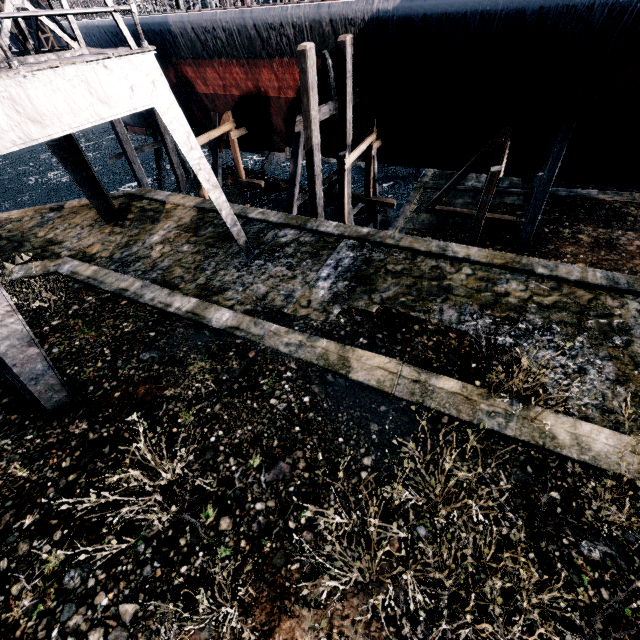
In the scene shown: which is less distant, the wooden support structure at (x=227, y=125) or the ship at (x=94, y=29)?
the ship at (x=94, y=29)

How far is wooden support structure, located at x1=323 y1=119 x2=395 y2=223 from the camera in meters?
14.5 m

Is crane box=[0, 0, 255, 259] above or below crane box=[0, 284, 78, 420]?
above

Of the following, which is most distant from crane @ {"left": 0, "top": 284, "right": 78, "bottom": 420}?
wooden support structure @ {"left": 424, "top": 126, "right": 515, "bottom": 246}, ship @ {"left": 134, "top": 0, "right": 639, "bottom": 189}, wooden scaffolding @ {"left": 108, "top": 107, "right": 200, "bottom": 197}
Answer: wooden support structure @ {"left": 424, "top": 126, "right": 515, "bottom": 246}

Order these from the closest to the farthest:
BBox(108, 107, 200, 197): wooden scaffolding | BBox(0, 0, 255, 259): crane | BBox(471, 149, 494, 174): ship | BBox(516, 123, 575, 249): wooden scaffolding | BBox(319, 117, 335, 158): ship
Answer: BBox(0, 0, 255, 259): crane, BBox(516, 123, 575, 249): wooden scaffolding, BBox(471, 149, 494, 174): ship, BBox(319, 117, 335, 158): ship, BBox(108, 107, 200, 197): wooden scaffolding

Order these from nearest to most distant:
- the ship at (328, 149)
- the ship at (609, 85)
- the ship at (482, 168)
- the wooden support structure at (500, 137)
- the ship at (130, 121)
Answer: the ship at (609, 85) < the wooden support structure at (500, 137) < the ship at (482, 168) < the ship at (328, 149) < the ship at (130, 121)

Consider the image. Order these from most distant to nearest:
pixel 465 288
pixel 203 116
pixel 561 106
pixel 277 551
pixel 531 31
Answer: pixel 203 116, pixel 561 106, pixel 531 31, pixel 465 288, pixel 277 551

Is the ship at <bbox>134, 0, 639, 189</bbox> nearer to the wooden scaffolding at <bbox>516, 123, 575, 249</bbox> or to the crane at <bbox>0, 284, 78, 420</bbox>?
the wooden scaffolding at <bbox>516, 123, 575, 249</bbox>
